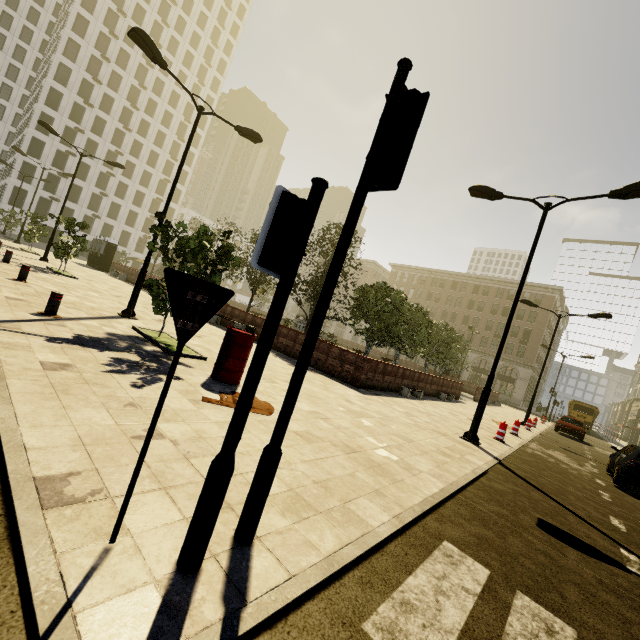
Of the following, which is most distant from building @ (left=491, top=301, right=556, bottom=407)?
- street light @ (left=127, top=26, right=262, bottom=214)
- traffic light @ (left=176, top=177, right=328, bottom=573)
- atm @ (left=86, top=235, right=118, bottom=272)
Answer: atm @ (left=86, top=235, right=118, bottom=272)

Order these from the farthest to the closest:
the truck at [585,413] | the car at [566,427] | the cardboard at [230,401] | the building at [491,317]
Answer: the building at [491,317], the truck at [585,413], the car at [566,427], the cardboard at [230,401]

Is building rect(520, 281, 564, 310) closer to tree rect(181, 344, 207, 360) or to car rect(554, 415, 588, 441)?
car rect(554, 415, 588, 441)

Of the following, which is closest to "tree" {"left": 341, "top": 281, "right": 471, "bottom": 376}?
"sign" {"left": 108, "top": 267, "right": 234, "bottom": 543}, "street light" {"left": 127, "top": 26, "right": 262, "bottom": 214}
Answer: → "street light" {"left": 127, "top": 26, "right": 262, "bottom": 214}

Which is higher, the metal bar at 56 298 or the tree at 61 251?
the tree at 61 251

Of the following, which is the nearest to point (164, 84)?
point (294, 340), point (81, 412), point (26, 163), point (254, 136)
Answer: point (26, 163)

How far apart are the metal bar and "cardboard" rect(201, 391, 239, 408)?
4.68m

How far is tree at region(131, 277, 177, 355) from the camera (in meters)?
7.83
